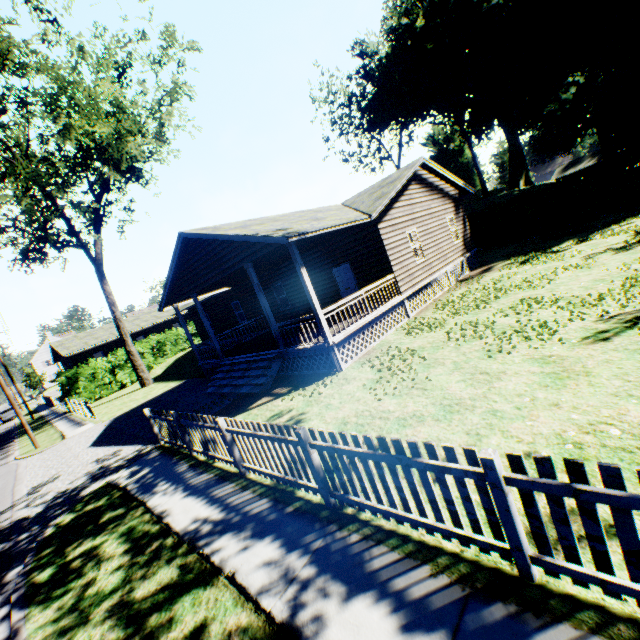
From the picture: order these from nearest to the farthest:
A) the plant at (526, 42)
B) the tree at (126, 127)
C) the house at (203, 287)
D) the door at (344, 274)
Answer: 1. the house at (203, 287)
2. the door at (344, 274)
3. the tree at (126, 127)
4. the plant at (526, 42)

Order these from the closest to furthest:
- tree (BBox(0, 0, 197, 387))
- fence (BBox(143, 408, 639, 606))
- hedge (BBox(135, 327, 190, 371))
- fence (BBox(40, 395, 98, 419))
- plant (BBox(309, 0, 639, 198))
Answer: fence (BBox(143, 408, 639, 606)) → tree (BBox(0, 0, 197, 387)) → fence (BBox(40, 395, 98, 419)) → plant (BBox(309, 0, 639, 198)) → hedge (BBox(135, 327, 190, 371))

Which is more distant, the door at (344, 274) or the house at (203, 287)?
the door at (344, 274)

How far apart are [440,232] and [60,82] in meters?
25.2

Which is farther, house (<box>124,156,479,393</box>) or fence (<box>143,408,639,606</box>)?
house (<box>124,156,479,393</box>)

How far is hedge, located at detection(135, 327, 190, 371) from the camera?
30.2 meters

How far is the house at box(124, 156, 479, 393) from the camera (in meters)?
11.10

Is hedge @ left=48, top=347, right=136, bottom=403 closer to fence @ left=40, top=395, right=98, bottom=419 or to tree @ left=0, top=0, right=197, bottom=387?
fence @ left=40, top=395, right=98, bottom=419
